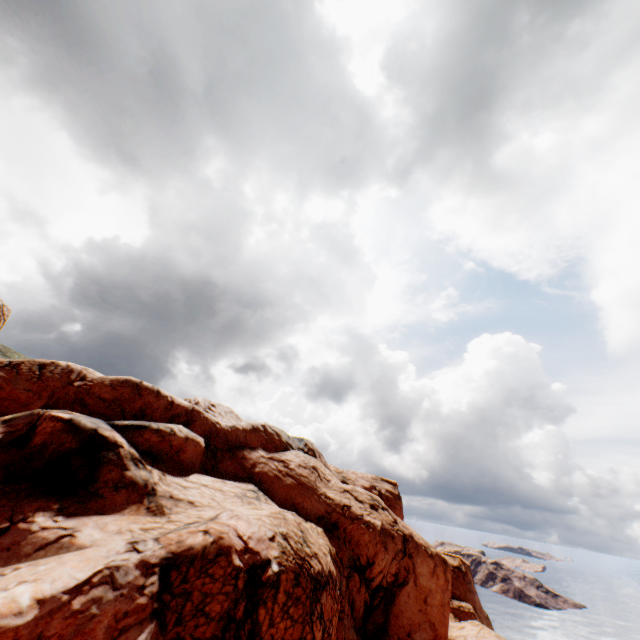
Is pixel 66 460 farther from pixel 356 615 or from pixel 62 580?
pixel 356 615
